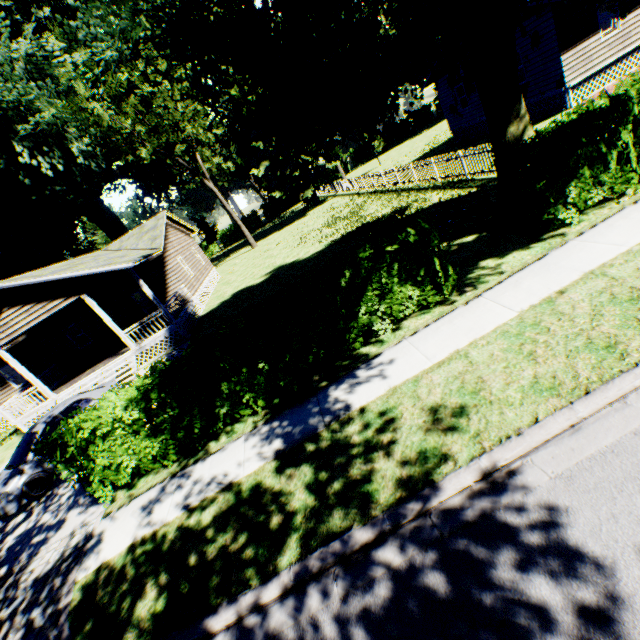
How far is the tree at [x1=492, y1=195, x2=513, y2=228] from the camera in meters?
8.7 m

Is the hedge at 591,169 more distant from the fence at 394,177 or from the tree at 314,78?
the fence at 394,177

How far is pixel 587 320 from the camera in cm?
480

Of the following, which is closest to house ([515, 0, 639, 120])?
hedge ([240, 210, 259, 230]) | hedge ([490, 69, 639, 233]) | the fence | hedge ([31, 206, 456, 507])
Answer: the fence

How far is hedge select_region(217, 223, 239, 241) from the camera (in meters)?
59.22

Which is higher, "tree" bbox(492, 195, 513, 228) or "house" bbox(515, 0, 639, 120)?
"house" bbox(515, 0, 639, 120)

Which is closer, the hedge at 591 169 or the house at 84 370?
the hedge at 591 169

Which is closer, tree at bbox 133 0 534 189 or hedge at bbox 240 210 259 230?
tree at bbox 133 0 534 189
